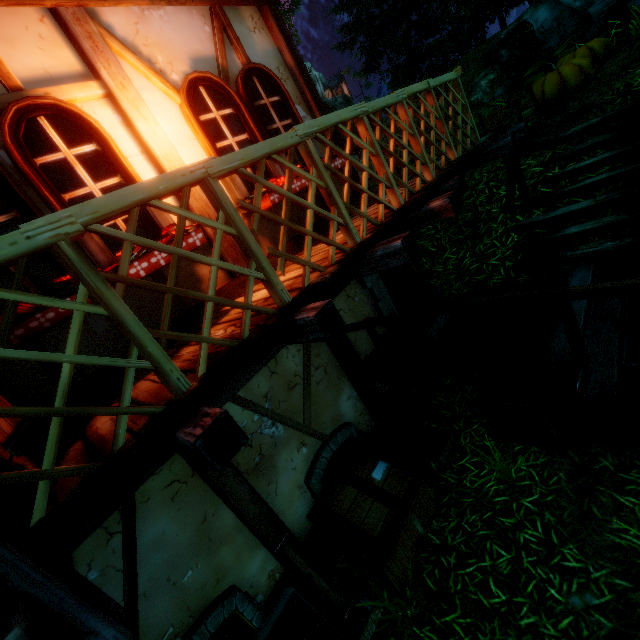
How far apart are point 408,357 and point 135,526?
3.89m

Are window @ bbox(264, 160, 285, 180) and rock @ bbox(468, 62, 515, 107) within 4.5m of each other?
no

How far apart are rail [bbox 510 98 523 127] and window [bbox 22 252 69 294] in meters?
4.3

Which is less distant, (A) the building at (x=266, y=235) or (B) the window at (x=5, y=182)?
(B) the window at (x=5, y=182)

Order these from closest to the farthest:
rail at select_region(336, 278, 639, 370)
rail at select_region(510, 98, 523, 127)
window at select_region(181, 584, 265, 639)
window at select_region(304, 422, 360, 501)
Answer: rail at select_region(336, 278, 639, 370) → window at select_region(181, 584, 265, 639) → window at select_region(304, 422, 360, 501) → rail at select_region(510, 98, 523, 127)

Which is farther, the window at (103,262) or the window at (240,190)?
the window at (240,190)

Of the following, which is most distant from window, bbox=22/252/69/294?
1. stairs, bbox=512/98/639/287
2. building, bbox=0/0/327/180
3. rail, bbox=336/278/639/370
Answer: stairs, bbox=512/98/639/287

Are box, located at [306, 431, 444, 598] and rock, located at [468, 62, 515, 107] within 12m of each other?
no
